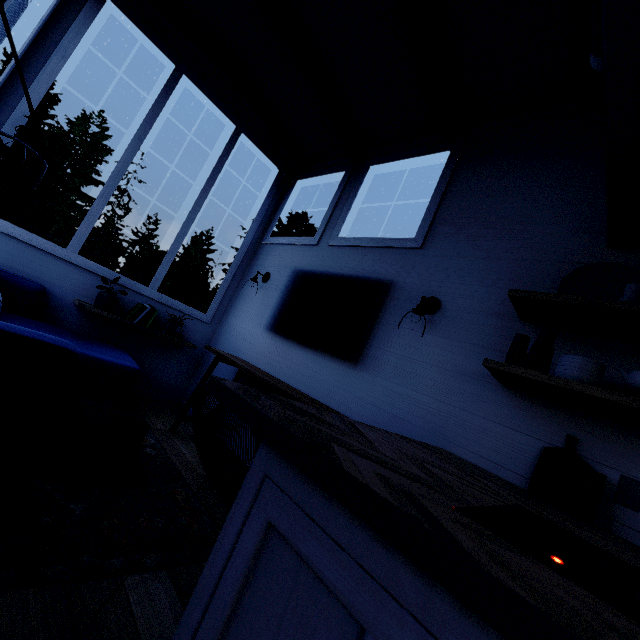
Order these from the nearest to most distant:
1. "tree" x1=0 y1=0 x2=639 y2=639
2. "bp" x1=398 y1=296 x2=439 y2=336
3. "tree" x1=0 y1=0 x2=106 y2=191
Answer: "tree" x1=0 y1=0 x2=639 y2=639, "tree" x1=0 y1=0 x2=106 y2=191, "bp" x1=398 y1=296 x2=439 y2=336

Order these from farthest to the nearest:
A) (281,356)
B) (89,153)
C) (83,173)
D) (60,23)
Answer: (89,153) → (83,173) → (281,356) → (60,23)

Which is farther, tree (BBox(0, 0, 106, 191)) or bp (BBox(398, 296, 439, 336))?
bp (BBox(398, 296, 439, 336))

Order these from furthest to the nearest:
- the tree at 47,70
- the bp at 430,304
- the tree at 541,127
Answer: the bp at 430,304, the tree at 47,70, the tree at 541,127

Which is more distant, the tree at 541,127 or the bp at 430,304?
the bp at 430,304

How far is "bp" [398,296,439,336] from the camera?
2.4m

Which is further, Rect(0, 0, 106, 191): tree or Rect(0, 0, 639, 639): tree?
Rect(0, 0, 106, 191): tree
